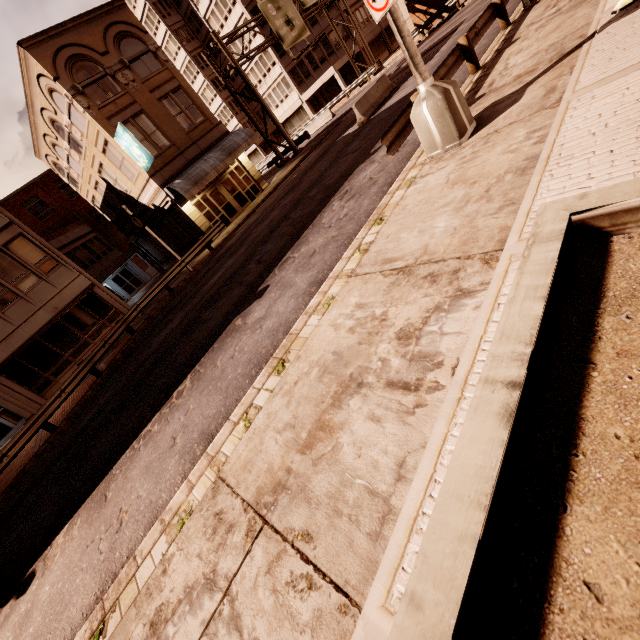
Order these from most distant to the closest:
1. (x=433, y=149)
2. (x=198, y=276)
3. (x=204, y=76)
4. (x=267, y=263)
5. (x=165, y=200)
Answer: (x=204, y=76) → (x=165, y=200) → (x=198, y=276) → (x=267, y=263) → (x=433, y=149)

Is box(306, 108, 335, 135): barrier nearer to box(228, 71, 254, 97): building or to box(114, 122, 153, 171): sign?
box(228, 71, 254, 97): building

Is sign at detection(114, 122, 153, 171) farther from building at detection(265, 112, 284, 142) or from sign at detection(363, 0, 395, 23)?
building at detection(265, 112, 284, 142)

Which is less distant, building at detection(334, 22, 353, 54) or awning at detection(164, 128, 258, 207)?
awning at detection(164, 128, 258, 207)

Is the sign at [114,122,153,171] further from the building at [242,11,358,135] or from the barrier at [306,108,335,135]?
the building at [242,11,358,135]

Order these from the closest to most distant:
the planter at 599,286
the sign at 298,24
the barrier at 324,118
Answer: the planter at 599,286 → the sign at 298,24 → the barrier at 324,118

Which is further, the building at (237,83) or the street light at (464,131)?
the building at (237,83)

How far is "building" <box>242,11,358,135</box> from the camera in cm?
4178
